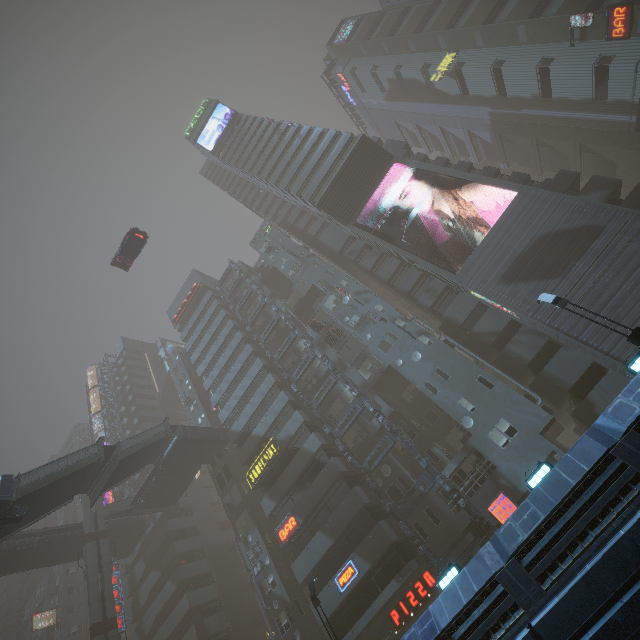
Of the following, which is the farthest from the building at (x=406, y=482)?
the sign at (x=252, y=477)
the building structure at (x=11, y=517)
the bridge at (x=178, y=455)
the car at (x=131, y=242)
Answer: the building structure at (x=11, y=517)

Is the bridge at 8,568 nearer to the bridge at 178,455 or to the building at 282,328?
the building at 282,328

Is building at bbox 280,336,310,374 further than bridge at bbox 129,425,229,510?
Yes

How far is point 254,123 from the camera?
54.25m

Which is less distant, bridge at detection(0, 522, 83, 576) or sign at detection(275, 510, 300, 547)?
sign at detection(275, 510, 300, 547)

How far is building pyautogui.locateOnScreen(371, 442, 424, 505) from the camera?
26.16m

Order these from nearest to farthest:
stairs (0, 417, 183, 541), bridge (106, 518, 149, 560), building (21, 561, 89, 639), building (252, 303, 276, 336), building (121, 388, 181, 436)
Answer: stairs (0, 417, 183, 541), bridge (106, 518, 149, 560), building (252, 303, 276, 336), building (21, 561, 89, 639), building (121, 388, 181, 436)

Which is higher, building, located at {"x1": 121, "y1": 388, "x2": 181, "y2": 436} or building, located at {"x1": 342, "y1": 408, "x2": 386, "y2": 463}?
building, located at {"x1": 121, "y1": 388, "x2": 181, "y2": 436}
